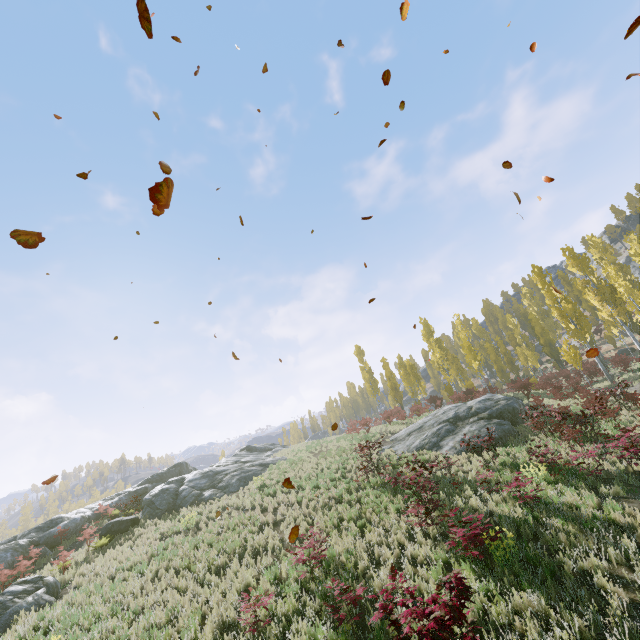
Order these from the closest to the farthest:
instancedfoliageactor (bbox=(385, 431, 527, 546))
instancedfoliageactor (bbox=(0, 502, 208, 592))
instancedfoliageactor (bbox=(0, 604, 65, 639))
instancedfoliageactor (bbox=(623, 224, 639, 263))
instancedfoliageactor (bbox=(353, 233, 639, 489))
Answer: instancedfoliageactor (bbox=(0, 604, 65, 639)) → instancedfoliageactor (bbox=(385, 431, 527, 546)) → instancedfoliageactor (bbox=(0, 502, 208, 592)) → instancedfoliageactor (bbox=(353, 233, 639, 489)) → instancedfoliageactor (bbox=(623, 224, 639, 263))

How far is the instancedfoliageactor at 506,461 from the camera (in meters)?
9.39

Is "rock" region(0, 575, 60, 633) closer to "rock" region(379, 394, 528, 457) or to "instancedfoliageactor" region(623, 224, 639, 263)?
"rock" region(379, 394, 528, 457)

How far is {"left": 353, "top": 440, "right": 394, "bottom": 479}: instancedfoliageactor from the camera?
14.8m

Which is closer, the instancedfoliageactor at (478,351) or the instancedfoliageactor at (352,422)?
the instancedfoliageactor at (478,351)

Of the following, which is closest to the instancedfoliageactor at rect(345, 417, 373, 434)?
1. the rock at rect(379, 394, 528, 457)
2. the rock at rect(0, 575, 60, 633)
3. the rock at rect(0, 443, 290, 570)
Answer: the rock at rect(379, 394, 528, 457)

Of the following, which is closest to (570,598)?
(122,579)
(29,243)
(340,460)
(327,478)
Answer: (29,243)
